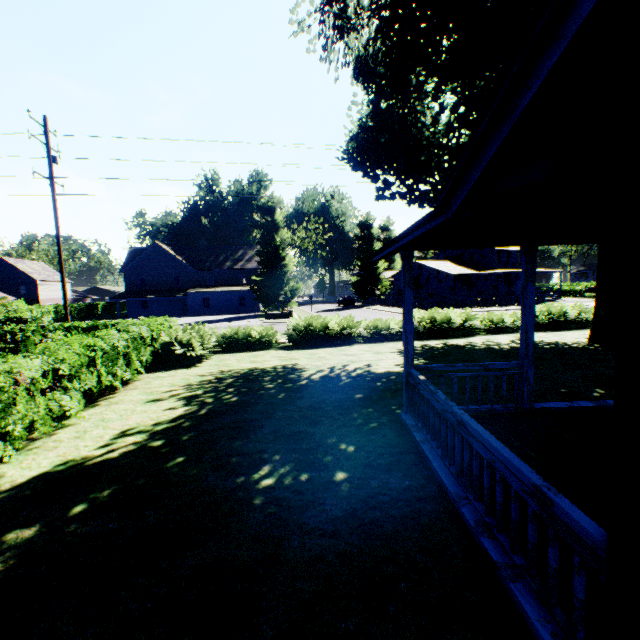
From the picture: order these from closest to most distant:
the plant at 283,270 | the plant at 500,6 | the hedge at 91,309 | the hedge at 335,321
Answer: the hedge at 335,321 < the plant at 500,6 < the plant at 283,270 < the hedge at 91,309

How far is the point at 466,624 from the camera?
2.71m

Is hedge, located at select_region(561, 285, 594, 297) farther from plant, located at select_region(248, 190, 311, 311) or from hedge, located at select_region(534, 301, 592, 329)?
hedge, located at select_region(534, 301, 592, 329)

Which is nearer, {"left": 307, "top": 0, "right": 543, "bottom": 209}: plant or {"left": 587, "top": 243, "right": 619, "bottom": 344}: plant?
{"left": 307, "top": 0, "right": 543, "bottom": 209}: plant

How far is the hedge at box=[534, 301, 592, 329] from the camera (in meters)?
18.96

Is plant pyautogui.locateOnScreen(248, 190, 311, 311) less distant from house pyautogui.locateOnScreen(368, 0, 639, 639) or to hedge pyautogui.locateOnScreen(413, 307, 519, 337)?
hedge pyautogui.locateOnScreen(413, 307, 519, 337)

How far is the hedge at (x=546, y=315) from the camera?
19.0m
